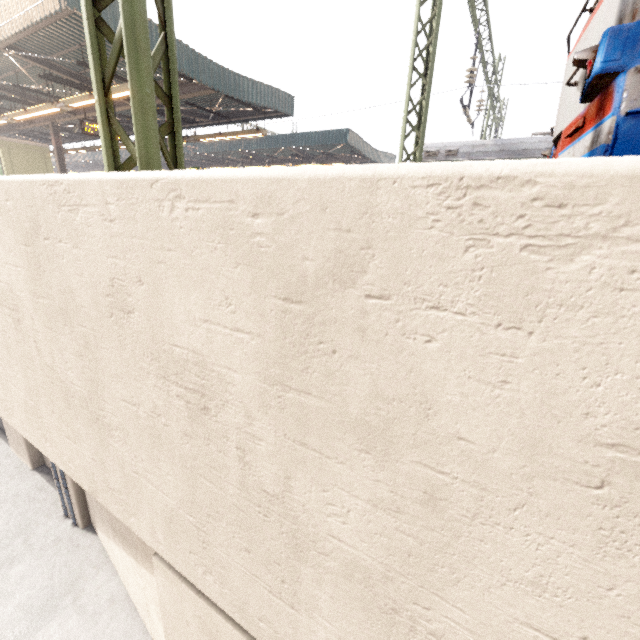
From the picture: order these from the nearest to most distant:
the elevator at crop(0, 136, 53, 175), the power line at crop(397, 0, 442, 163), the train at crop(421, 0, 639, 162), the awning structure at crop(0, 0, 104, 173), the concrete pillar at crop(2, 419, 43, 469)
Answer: the train at crop(421, 0, 639, 162) < the power line at crop(397, 0, 442, 163) < the awning structure at crop(0, 0, 104, 173) < the concrete pillar at crop(2, 419, 43, 469) < the elevator at crop(0, 136, 53, 175)

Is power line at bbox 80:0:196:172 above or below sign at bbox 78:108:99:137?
below

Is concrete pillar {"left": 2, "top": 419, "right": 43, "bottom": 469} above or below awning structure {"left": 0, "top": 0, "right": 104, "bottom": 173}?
below

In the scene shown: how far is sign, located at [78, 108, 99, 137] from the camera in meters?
12.2

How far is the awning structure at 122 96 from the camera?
9.68m

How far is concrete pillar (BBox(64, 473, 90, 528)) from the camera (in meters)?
9.66

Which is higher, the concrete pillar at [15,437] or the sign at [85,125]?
the sign at [85,125]

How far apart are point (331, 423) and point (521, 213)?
1.0 meters
